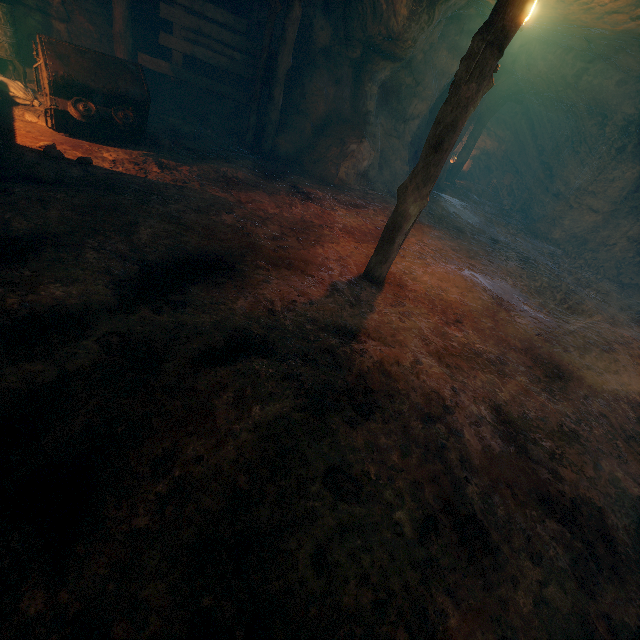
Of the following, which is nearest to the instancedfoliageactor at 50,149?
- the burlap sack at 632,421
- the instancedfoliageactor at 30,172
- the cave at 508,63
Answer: the burlap sack at 632,421

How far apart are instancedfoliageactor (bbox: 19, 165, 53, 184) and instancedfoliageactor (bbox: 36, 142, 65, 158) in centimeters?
61cm

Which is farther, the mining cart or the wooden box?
the wooden box

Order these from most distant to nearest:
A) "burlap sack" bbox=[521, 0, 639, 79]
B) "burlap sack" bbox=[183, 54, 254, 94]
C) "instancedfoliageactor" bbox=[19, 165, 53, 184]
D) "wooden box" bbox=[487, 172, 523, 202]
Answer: "wooden box" bbox=[487, 172, 523, 202] → "burlap sack" bbox=[183, 54, 254, 94] → "burlap sack" bbox=[521, 0, 639, 79] → "instancedfoliageactor" bbox=[19, 165, 53, 184]

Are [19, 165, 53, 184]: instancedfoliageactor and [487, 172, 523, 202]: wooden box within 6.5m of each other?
no

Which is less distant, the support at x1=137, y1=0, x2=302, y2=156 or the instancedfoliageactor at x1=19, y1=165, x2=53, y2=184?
the instancedfoliageactor at x1=19, y1=165, x2=53, y2=184

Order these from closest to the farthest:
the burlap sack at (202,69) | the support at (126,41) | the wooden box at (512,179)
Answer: the support at (126,41), the burlap sack at (202,69), the wooden box at (512,179)

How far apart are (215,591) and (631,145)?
15.75m
